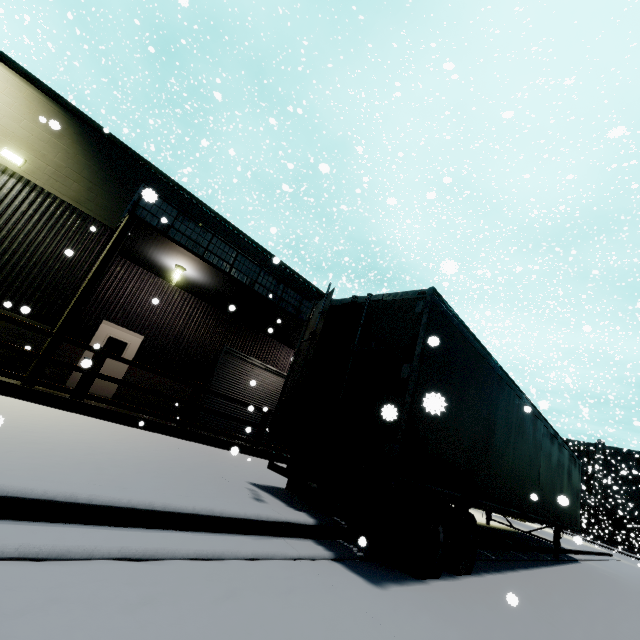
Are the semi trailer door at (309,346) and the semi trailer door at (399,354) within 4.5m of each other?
yes

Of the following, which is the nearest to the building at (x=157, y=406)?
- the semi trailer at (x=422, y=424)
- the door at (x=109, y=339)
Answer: the door at (x=109, y=339)

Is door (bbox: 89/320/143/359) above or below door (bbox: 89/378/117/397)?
above

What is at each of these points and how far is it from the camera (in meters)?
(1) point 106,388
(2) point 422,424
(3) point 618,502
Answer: (1) door, 11.70
(2) semi trailer, 4.50
(3) building, 54.16

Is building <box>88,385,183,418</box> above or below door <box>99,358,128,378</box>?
below

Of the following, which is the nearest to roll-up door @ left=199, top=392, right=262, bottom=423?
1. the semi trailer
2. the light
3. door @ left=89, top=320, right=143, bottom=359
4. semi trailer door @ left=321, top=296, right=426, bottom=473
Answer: door @ left=89, top=320, right=143, bottom=359

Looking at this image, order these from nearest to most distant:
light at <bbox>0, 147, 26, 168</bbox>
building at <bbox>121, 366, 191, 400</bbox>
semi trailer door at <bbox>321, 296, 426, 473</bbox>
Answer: semi trailer door at <bbox>321, 296, 426, 473</bbox> < light at <bbox>0, 147, 26, 168</bbox> < building at <bbox>121, 366, 191, 400</bbox>

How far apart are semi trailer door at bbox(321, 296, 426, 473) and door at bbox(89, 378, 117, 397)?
10.3m
